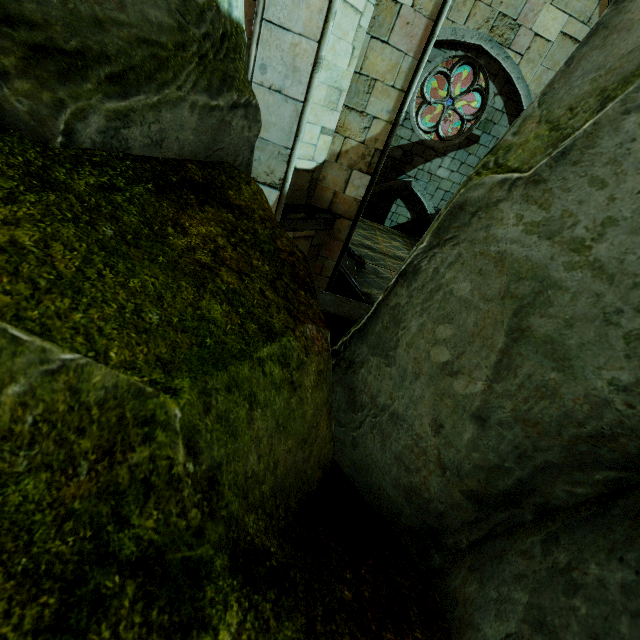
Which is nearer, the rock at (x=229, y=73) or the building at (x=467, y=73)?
the rock at (x=229, y=73)

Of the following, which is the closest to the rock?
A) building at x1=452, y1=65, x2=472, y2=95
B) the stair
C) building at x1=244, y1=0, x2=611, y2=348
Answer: building at x1=244, y1=0, x2=611, y2=348

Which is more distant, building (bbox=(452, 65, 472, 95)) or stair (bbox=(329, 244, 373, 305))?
building (bbox=(452, 65, 472, 95))

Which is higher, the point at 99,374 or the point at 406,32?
the point at 406,32

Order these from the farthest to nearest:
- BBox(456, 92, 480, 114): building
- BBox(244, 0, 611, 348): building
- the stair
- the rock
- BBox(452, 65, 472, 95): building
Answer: BBox(456, 92, 480, 114): building, BBox(452, 65, 472, 95): building, the stair, BBox(244, 0, 611, 348): building, the rock

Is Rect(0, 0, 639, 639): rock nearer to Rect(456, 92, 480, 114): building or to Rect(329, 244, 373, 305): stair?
Rect(329, 244, 373, 305): stair

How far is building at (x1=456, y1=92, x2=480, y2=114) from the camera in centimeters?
1662cm

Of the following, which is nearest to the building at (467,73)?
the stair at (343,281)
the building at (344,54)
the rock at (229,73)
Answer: the building at (344,54)
